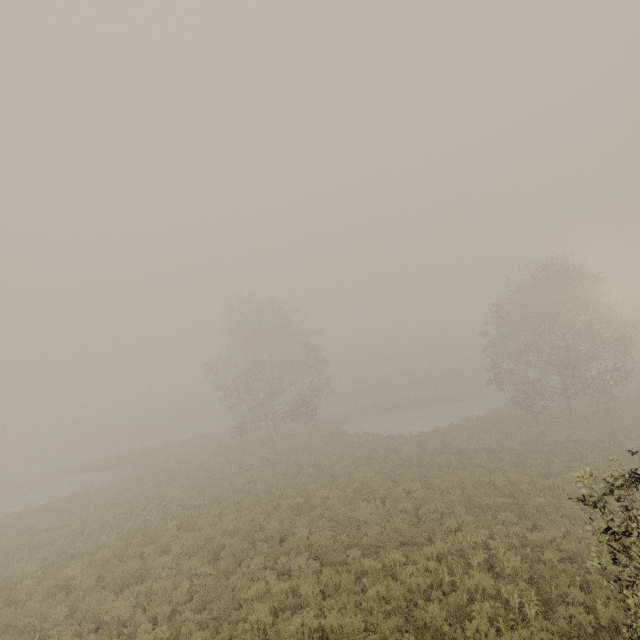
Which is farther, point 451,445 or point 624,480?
point 451,445

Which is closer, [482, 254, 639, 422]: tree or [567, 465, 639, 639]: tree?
Result: [567, 465, 639, 639]: tree

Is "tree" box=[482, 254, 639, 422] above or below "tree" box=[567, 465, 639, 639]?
above

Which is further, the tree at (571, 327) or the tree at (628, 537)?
the tree at (571, 327)

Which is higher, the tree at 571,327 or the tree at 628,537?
the tree at 571,327
